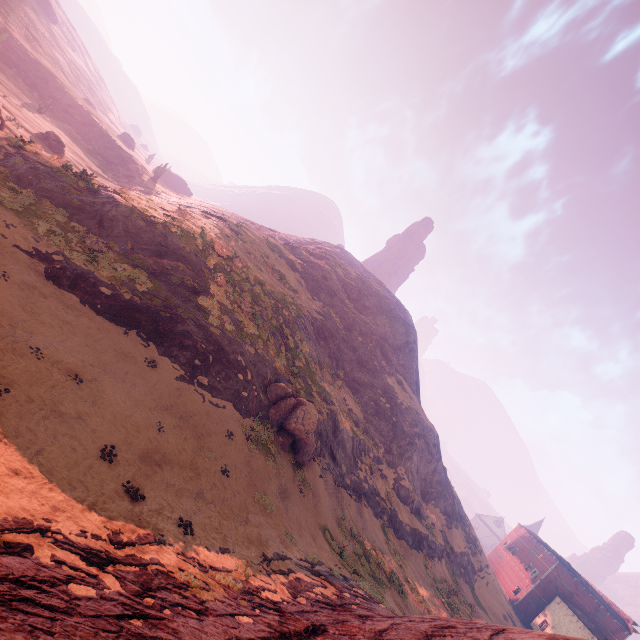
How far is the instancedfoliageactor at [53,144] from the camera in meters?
33.6 m

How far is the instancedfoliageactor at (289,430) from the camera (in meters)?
21.17

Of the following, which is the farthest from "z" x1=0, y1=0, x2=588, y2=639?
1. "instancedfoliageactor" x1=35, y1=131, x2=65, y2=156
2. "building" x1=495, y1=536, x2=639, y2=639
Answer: "instancedfoliageactor" x1=35, y1=131, x2=65, y2=156

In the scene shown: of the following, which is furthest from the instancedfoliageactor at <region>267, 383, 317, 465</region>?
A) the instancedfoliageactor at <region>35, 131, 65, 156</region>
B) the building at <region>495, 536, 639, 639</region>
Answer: the building at <region>495, 536, 639, 639</region>

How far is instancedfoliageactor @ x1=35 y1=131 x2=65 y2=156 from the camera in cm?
3362

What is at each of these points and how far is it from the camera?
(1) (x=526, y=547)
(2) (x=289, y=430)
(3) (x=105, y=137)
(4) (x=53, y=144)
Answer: (1) building, 59.2 meters
(2) instancedfoliageactor, 21.1 meters
(3) z, 57.2 meters
(4) instancedfoliageactor, 33.9 meters

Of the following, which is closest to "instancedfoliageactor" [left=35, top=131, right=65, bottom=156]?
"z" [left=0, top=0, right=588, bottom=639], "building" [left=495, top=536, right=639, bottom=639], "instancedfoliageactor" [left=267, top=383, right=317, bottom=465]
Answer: "z" [left=0, top=0, right=588, bottom=639]

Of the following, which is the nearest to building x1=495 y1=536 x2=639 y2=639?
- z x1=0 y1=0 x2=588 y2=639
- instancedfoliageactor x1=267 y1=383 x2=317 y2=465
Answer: z x1=0 y1=0 x2=588 y2=639
